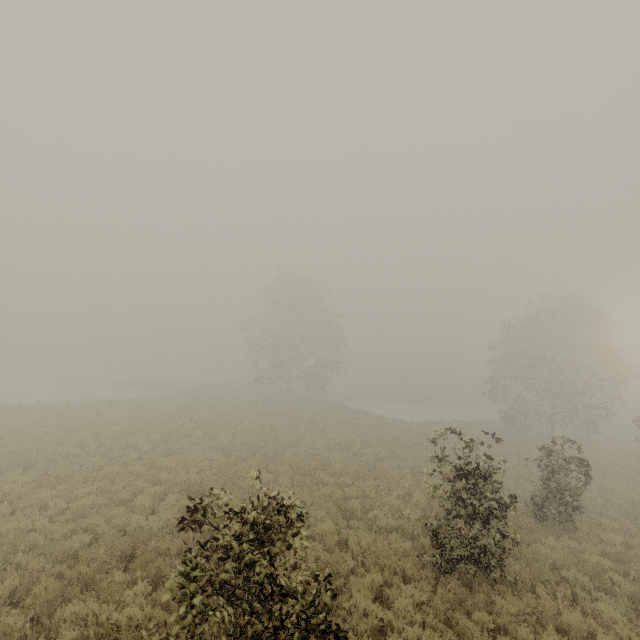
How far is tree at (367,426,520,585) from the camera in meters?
7.8 m

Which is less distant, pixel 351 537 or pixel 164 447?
pixel 351 537

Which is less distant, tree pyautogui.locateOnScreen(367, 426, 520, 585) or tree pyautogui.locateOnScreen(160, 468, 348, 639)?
tree pyautogui.locateOnScreen(160, 468, 348, 639)

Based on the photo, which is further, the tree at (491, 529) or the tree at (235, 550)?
the tree at (491, 529)

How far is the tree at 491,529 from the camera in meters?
7.8 m
